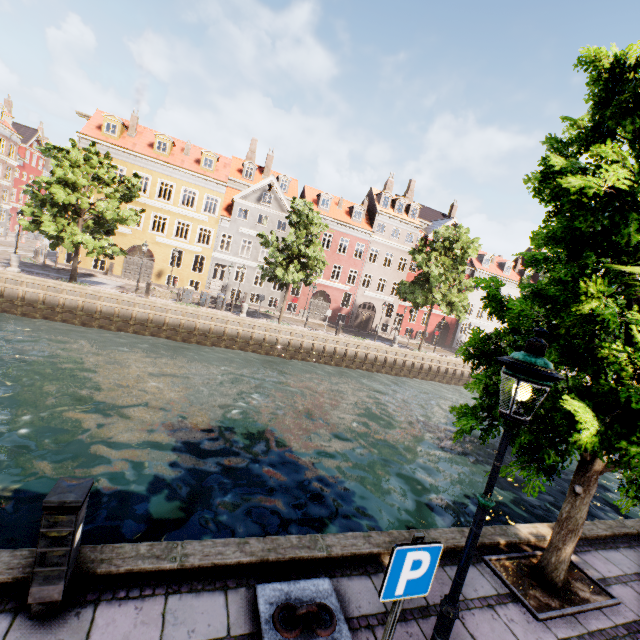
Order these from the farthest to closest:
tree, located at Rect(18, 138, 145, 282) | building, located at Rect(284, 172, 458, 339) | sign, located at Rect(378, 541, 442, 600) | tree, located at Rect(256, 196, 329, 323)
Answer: building, located at Rect(284, 172, 458, 339), tree, located at Rect(256, 196, 329, 323), tree, located at Rect(18, 138, 145, 282), sign, located at Rect(378, 541, 442, 600)

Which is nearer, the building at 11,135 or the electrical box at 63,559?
the electrical box at 63,559

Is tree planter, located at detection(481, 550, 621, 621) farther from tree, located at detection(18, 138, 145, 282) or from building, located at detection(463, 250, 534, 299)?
building, located at detection(463, 250, 534, 299)

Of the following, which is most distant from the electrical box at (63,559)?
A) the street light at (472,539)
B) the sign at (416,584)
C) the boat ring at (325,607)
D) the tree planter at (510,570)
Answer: the tree planter at (510,570)

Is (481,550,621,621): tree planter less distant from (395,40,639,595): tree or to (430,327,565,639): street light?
(395,40,639,595): tree

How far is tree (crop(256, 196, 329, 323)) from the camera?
23.2m

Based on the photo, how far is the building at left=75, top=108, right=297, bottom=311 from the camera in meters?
28.2

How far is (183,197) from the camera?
35.3m
